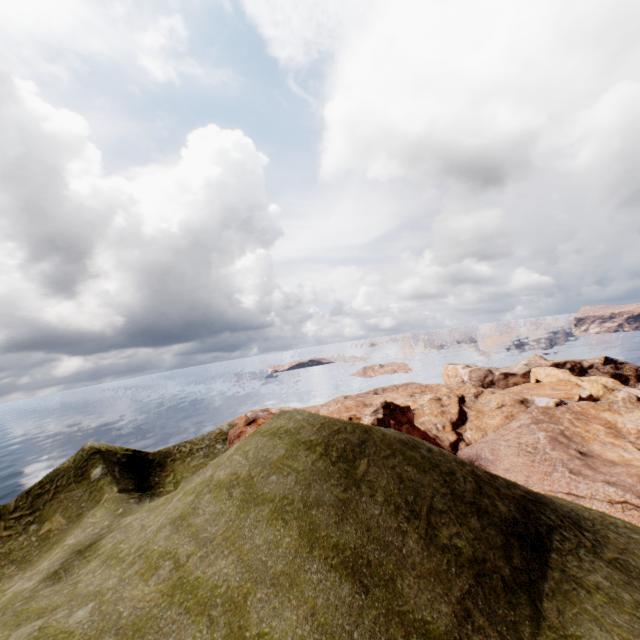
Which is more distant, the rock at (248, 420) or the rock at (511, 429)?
the rock at (248, 420)

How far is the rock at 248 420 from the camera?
33.5 meters

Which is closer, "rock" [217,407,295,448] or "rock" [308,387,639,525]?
"rock" [308,387,639,525]

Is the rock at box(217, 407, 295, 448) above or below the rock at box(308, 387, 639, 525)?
above

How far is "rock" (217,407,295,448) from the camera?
33.47m

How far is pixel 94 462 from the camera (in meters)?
Result: 25.72
